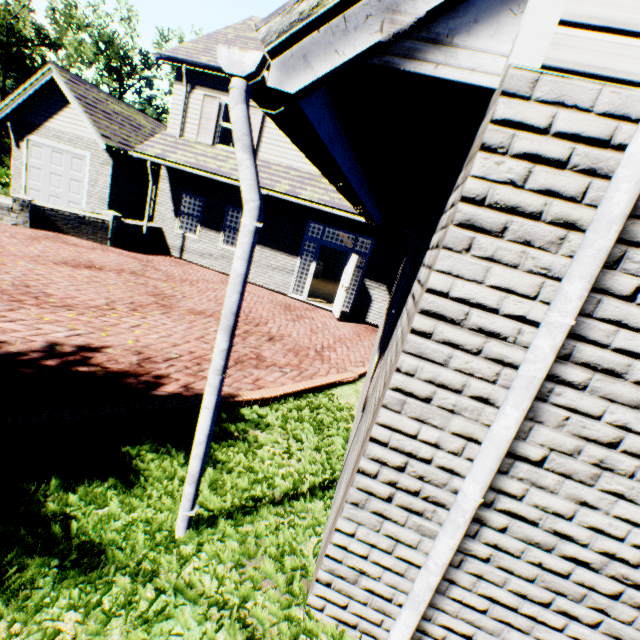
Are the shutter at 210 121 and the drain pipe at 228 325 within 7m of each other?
no

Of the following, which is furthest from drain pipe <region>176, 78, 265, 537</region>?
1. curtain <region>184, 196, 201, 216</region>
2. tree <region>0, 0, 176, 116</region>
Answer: curtain <region>184, 196, 201, 216</region>

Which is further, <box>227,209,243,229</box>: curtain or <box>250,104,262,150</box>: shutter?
<box>227,209,243,229</box>: curtain

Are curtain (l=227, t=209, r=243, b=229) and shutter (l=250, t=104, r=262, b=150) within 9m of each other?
yes

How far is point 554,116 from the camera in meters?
1.4 m

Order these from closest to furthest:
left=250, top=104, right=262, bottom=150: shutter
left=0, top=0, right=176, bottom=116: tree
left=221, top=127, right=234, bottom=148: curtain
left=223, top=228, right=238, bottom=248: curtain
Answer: left=250, top=104, right=262, bottom=150: shutter → left=221, top=127, right=234, bottom=148: curtain → left=223, top=228, right=238, bottom=248: curtain → left=0, top=0, right=176, bottom=116: tree

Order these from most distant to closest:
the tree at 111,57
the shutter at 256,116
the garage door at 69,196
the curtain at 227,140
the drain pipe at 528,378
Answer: the tree at 111,57 → the garage door at 69,196 → the curtain at 227,140 → the shutter at 256,116 → the drain pipe at 528,378

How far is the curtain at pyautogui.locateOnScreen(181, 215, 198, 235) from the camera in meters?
13.1 m
